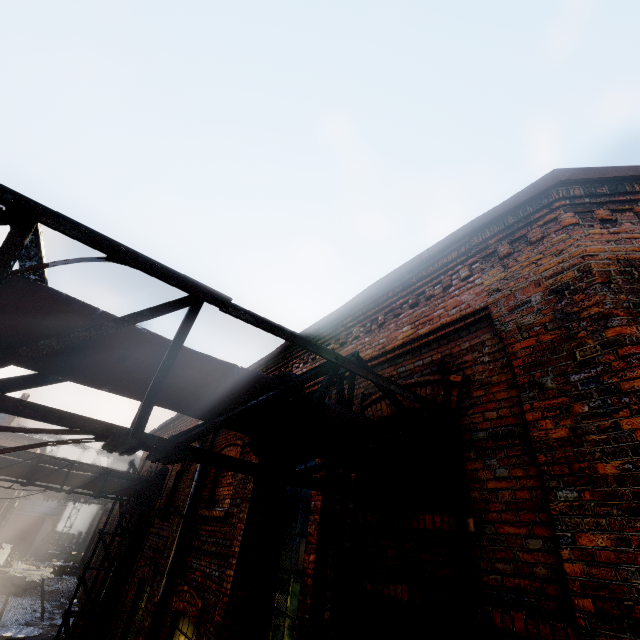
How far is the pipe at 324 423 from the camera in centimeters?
284cm

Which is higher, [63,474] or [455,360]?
[455,360]

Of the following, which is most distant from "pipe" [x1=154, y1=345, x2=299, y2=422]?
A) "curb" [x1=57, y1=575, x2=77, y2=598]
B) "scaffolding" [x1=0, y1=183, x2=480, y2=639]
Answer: "curb" [x1=57, y1=575, x2=77, y2=598]

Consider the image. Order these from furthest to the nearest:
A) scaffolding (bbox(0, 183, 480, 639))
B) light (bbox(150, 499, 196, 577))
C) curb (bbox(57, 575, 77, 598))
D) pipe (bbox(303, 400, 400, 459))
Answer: curb (bbox(57, 575, 77, 598))
light (bbox(150, 499, 196, 577))
pipe (bbox(303, 400, 400, 459))
scaffolding (bbox(0, 183, 480, 639))

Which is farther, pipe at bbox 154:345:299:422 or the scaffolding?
pipe at bbox 154:345:299:422

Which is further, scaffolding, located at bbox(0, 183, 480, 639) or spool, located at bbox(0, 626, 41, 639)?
spool, located at bbox(0, 626, 41, 639)

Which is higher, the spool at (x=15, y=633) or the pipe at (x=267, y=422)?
the pipe at (x=267, y=422)
